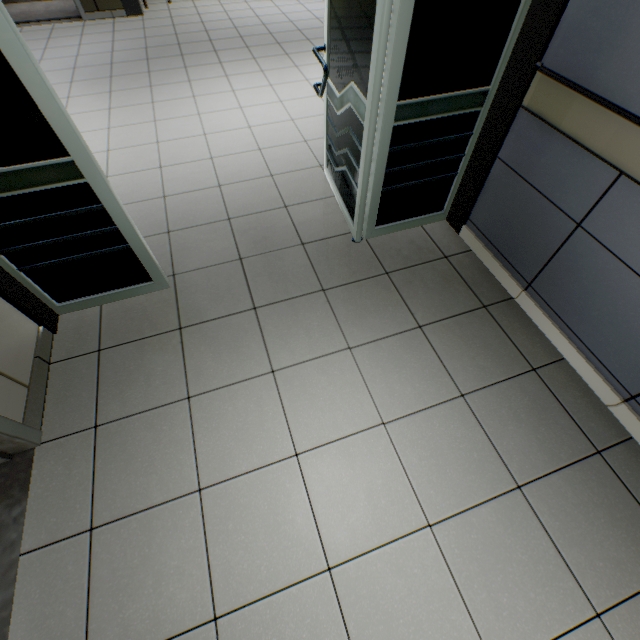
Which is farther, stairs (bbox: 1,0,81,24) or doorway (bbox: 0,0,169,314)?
stairs (bbox: 1,0,81,24)

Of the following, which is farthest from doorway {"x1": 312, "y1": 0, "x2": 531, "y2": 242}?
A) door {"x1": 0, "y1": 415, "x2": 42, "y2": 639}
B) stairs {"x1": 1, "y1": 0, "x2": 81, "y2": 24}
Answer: stairs {"x1": 1, "y1": 0, "x2": 81, "y2": 24}

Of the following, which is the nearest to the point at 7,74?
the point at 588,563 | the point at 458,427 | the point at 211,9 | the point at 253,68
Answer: the point at 458,427

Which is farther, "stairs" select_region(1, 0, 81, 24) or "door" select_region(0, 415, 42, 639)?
"stairs" select_region(1, 0, 81, 24)

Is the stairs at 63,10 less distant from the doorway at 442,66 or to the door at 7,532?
the doorway at 442,66

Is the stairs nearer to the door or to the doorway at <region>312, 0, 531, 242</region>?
the doorway at <region>312, 0, 531, 242</region>

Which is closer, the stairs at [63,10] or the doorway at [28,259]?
the doorway at [28,259]
